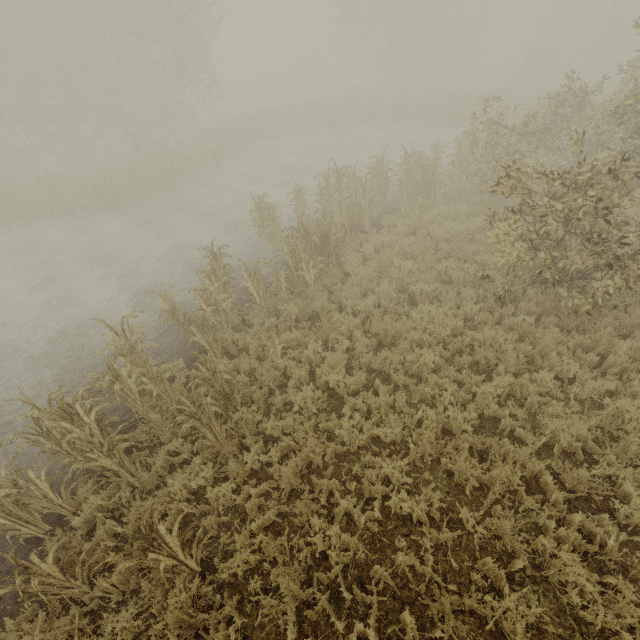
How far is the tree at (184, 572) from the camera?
3.45m

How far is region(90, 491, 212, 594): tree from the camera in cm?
345

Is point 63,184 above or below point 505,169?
below
